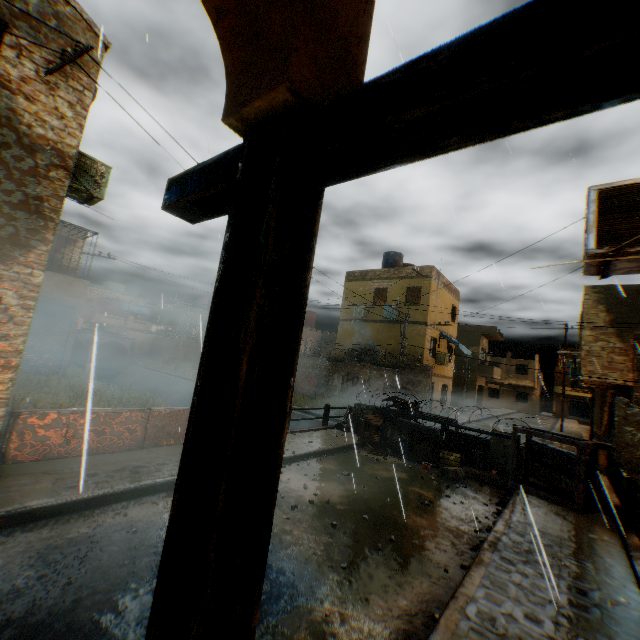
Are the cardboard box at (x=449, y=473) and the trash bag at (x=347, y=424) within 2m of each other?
no

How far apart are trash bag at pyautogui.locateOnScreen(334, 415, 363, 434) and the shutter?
4.29m

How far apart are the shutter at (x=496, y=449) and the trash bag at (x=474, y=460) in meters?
0.0 m

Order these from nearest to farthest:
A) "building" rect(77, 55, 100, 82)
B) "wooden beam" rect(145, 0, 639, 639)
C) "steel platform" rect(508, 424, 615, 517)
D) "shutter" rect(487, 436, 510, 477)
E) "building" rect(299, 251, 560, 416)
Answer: "wooden beam" rect(145, 0, 639, 639)
"building" rect(77, 55, 100, 82)
"steel platform" rect(508, 424, 615, 517)
"shutter" rect(487, 436, 510, 477)
"building" rect(299, 251, 560, 416)

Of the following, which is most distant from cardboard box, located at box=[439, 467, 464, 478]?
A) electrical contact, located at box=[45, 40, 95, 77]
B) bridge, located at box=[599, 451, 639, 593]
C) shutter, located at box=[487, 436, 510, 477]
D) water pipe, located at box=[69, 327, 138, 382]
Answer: water pipe, located at box=[69, 327, 138, 382]

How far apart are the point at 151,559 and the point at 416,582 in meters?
3.5 m

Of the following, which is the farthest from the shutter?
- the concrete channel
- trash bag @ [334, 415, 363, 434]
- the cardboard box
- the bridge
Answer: trash bag @ [334, 415, 363, 434]

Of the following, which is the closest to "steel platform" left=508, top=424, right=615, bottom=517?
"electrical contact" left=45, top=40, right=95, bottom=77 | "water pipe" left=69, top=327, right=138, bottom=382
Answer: "electrical contact" left=45, top=40, right=95, bottom=77
